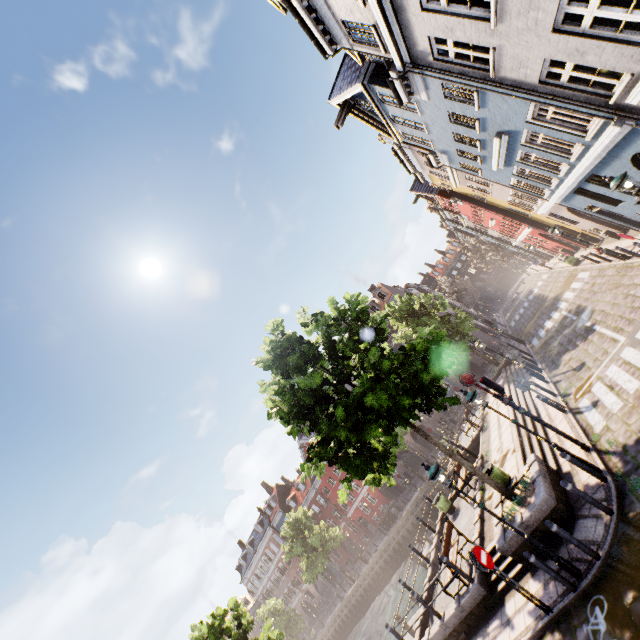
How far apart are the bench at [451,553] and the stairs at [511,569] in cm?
55

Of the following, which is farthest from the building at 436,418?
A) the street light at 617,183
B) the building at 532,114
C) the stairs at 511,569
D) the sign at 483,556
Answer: the sign at 483,556

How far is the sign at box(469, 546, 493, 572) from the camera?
7.94m

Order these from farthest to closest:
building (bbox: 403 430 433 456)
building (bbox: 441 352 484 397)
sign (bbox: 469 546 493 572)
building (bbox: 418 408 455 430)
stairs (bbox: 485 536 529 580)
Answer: building (bbox: 403 430 433 456), building (bbox: 418 408 455 430), building (bbox: 441 352 484 397), stairs (bbox: 485 536 529 580), sign (bbox: 469 546 493 572)

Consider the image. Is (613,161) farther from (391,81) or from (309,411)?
(309,411)

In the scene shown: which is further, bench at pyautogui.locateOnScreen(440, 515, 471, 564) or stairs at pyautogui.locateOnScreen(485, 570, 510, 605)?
bench at pyautogui.locateOnScreen(440, 515, 471, 564)

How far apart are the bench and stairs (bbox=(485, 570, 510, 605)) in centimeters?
55cm

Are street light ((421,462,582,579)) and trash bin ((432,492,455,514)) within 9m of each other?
no
